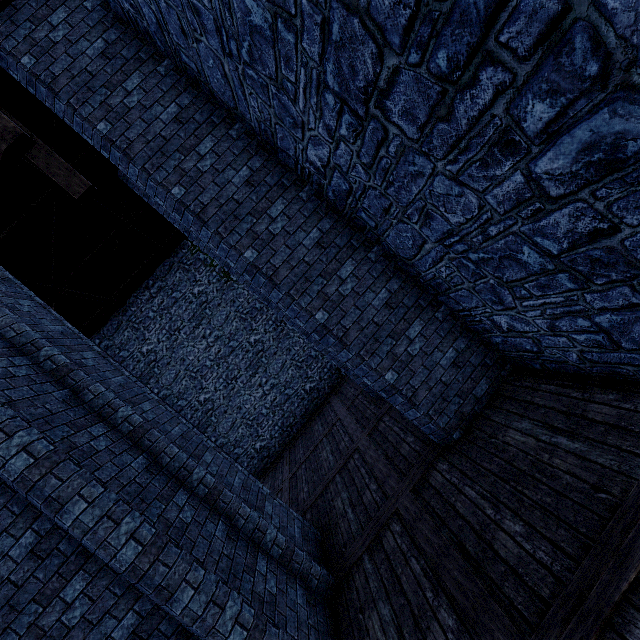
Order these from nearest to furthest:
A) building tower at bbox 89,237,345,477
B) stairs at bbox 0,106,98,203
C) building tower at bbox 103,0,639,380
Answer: building tower at bbox 103,0,639,380 < stairs at bbox 0,106,98,203 < building tower at bbox 89,237,345,477

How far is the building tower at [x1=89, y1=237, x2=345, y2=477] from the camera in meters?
14.6 m

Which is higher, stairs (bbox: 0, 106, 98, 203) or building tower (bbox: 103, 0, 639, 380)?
stairs (bbox: 0, 106, 98, 203)

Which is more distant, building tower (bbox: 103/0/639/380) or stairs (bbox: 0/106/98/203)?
stairs (bbox: 0/106/98/203)

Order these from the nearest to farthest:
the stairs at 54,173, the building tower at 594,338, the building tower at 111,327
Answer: the building tower at 594,338
the stairs at 54,173
the building tower at 111,327

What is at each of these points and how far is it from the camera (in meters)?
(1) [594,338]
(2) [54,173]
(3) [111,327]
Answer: (1) building tower, 3.41
(2) stairs, 5.65
(3) building tower, 14.55

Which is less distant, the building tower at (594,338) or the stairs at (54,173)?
the building tower at (594,338)
